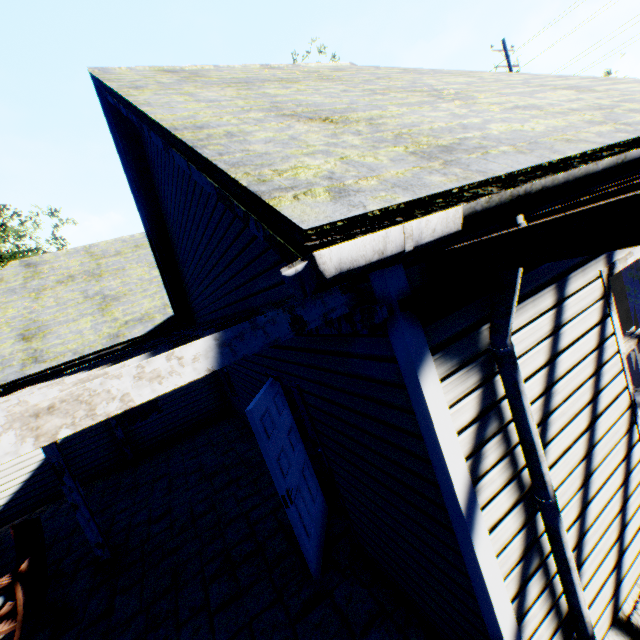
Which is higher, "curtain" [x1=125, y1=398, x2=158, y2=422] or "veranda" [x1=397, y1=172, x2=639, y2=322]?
"veranda" [x1=397, y1=172, x2=639, y2=322]

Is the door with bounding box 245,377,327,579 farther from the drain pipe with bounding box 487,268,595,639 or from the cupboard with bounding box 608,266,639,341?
the cupboard with bounding box 608,266,639,341

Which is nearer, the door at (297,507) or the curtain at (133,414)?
the door at (297,507)

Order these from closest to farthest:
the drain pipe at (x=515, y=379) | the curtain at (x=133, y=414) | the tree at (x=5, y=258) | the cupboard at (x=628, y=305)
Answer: the drain pipe at (x=515, y=379)
the cupboard at (x=628, y=305)
the curtain at (x=133, y=414)
the tree at (x=5, y=258)

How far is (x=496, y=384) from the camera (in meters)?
2.00

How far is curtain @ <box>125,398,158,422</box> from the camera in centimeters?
998cm

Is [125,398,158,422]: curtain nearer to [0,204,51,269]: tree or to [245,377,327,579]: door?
[245,377,327,579]: door

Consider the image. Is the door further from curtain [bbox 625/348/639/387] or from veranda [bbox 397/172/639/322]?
curtain [bbox 625/348/639/387]
